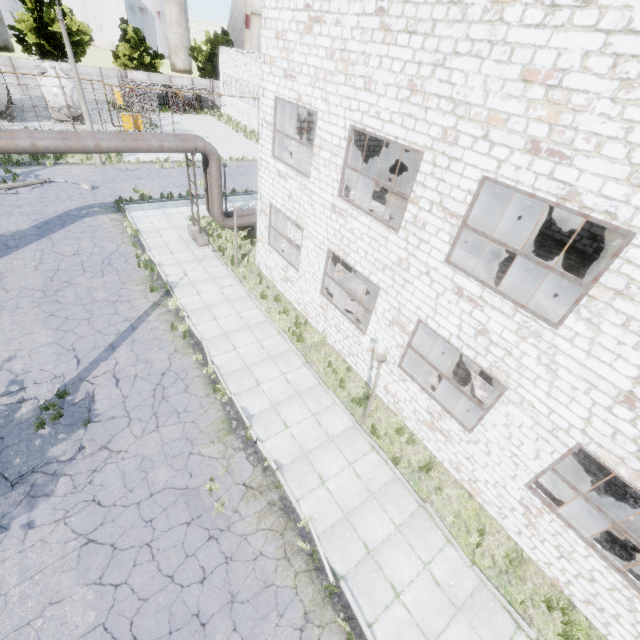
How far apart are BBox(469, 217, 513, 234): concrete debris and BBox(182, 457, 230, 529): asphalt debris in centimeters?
1247cm

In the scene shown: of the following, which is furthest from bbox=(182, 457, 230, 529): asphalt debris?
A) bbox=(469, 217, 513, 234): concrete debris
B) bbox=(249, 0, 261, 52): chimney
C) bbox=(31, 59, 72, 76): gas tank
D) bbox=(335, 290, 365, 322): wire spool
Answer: bbox=(249, 0, 261, 52): chimney

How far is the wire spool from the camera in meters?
13.9 m

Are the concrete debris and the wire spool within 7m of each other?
yes

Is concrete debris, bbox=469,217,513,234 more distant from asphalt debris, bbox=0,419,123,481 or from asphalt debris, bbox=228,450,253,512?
asphalt debris, bbox=0,419,123,481

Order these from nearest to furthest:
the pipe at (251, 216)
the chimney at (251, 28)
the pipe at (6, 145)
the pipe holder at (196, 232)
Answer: the pipe at (6, 145), the pipe holder at (196, 232), the pipe at (251, 216), the chimney at (251, 28)

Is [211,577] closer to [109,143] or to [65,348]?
[65,348]

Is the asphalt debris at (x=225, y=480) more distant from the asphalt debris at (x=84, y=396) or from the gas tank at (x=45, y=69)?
the gas tank at (x=45, y=69)
